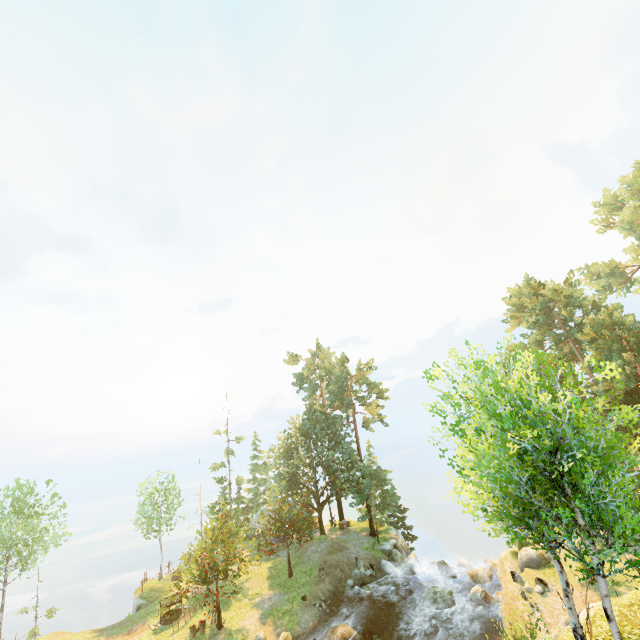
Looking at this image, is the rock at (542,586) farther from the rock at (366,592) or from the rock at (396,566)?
the rock at (366,592)

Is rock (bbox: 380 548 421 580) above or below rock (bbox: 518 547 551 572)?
below

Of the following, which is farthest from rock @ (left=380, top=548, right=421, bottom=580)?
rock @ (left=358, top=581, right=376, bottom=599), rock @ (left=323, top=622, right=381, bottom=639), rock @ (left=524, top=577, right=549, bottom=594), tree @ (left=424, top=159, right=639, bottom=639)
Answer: rock @ (left=524, top=577, right=549, bottom=594)

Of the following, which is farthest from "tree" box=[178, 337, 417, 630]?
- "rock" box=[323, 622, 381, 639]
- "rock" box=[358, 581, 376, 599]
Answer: "rock" box=[323, 622, 381, 639]

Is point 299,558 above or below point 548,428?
below

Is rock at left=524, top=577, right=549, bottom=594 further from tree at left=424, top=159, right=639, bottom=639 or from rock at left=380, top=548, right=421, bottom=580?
rock at left=380, top=548, right=421, bottom=580

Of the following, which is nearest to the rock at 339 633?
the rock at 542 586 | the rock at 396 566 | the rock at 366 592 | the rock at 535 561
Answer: the rock at 535 561

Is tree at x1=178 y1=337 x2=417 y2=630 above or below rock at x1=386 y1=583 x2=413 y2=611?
above
